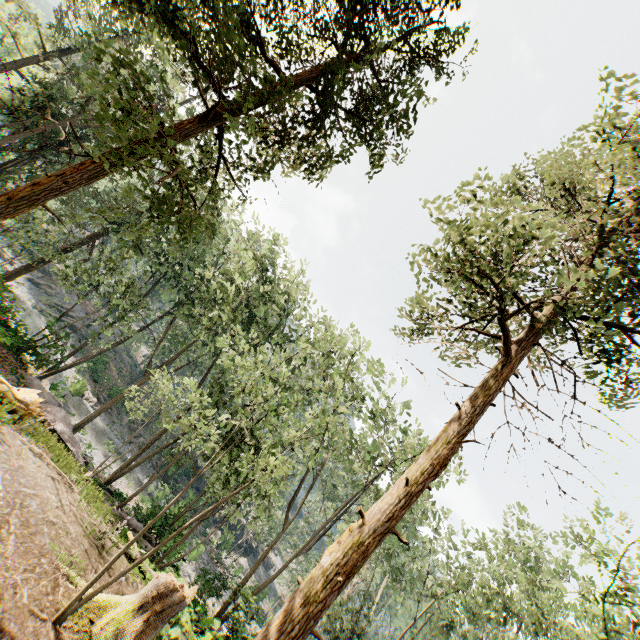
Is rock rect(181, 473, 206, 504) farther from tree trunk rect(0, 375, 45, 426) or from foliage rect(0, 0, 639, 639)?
tree trunk rect(0, 375, 45, 426)

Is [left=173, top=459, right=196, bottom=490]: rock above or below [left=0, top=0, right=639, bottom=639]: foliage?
below

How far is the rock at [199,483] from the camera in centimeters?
3614cm

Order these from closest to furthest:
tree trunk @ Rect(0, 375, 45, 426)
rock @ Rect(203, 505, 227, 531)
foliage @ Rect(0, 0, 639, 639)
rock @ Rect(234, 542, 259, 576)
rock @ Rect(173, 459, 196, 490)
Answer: foliage @ Rect(0, 0, 639, 639)
tree trunk @ Rect(0, 375, 45, 426)
rock @ Rect(173, 459, 196, 490)
rock @ Rect(203, 505, 227, 531)
rock @ Rect(234, 542, 259, 576)

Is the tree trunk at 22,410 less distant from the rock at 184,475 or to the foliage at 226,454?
the foliage at 226,454

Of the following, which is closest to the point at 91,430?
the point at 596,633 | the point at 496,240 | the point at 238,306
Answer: the point at 238,306

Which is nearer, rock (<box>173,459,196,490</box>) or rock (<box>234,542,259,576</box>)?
rock (<box>173,459,196,490</box>)
